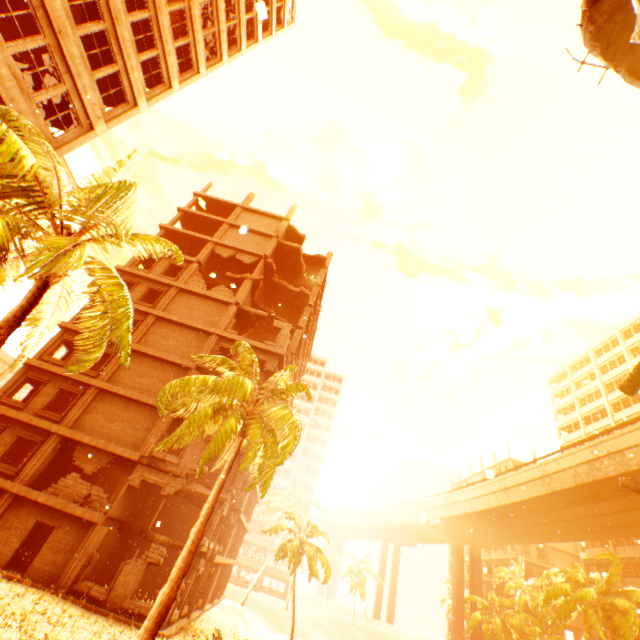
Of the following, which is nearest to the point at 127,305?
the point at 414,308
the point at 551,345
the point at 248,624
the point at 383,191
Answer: the point at 414,308

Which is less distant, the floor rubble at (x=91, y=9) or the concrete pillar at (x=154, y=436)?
the floor rubble at (x=91, y=9)

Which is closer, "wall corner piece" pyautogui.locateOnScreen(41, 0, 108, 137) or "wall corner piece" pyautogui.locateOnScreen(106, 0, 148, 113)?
"wall corner piece" pyautogui.locateOnScreen(41, 0, 108, 137)

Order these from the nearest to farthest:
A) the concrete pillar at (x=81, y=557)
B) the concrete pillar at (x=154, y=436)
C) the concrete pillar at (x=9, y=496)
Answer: the concrete pillar at (x=81, y=557) → the concrete pillar at (x=9, y=496) → the concrete pillar at (x=154, y=436)

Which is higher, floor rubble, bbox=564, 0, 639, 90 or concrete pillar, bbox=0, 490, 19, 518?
floor rubble, bbox=564, 0, 639, 90

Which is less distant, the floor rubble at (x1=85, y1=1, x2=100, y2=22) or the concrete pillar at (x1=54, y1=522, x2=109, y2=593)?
the floor rubble at (x1=85, y1=1, x2=100, y2=22)

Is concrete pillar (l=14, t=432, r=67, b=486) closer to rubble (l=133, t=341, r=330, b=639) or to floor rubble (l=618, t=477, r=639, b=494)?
rubble (l=133, t=341, r=330, b=639)

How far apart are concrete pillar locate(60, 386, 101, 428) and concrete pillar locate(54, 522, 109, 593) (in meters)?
5.63
